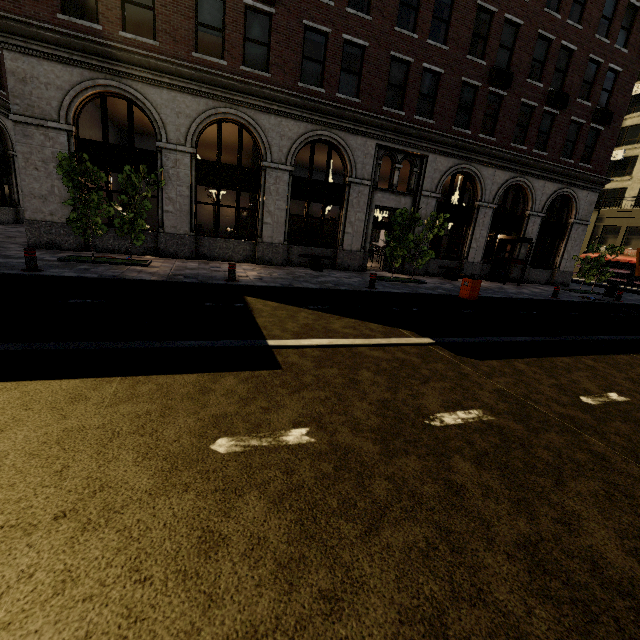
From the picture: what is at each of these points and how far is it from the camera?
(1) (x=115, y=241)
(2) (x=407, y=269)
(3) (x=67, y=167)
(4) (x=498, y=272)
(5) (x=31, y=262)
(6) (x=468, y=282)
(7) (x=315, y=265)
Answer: (1) building, 12.7m
(2) building, 17.5m
(3) tree, 9.1m
(4) phone booth, 19.3m
(5) metal bar, 8.2m
(6) trash bin, 11.7m
(7) bench, 14.8m

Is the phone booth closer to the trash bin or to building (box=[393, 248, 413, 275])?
building (box=[393, 248, 413, 275])

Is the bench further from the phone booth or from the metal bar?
the phone booth

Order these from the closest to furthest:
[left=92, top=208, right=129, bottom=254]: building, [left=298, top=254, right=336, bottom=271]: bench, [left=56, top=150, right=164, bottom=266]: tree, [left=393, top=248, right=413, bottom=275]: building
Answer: [left=56, top=150, right=164, bottom=266]: tree < [left=92, top=208, right=129, bottom=254]: building < [left=298, top=254, right=336, bottom=271]: bench < [left=393, top=248, right=413, bottom=275]: building

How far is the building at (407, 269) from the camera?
17.3m

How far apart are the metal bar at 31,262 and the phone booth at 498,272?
20.6 meters

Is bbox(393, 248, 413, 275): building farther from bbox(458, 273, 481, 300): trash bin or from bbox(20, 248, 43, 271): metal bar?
bbox(458, 273, 481, 300): trash bin

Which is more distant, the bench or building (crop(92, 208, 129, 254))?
the bench
